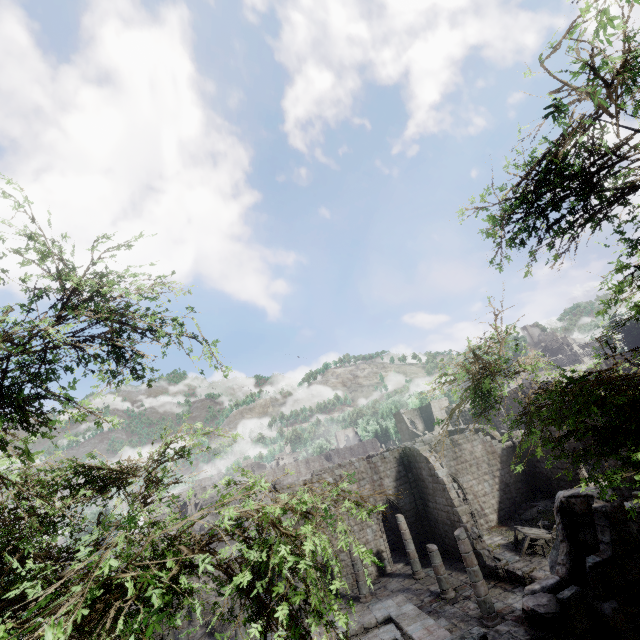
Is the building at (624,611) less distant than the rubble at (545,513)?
Yes

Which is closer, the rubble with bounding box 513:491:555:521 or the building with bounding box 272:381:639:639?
the building with bounding box 272:381:639:639

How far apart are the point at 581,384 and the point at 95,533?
7.2 meters

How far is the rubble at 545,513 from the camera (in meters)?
21.29

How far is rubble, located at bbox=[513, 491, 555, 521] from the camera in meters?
21.3
